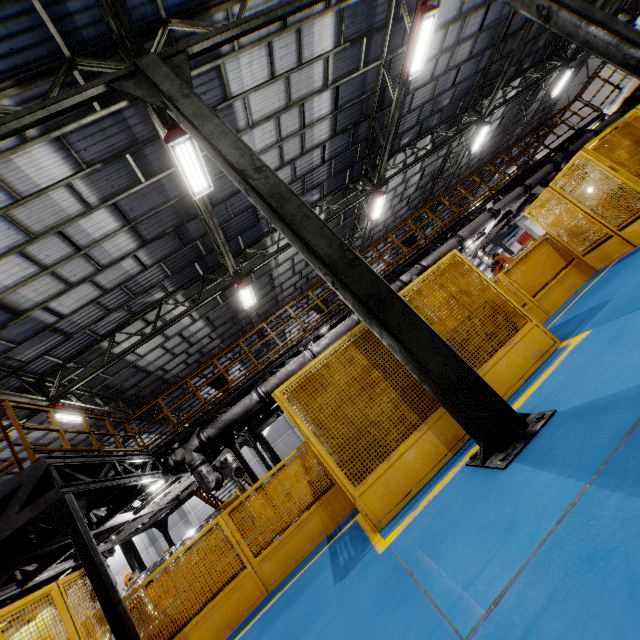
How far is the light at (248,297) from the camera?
12.78m

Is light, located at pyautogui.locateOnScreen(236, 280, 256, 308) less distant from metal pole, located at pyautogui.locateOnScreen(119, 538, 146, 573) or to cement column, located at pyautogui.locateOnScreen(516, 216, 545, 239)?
metal pole, located at pyautogui.locateOnScreen(119, 538, 146, 573)

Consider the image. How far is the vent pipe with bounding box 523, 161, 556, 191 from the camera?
12.9m

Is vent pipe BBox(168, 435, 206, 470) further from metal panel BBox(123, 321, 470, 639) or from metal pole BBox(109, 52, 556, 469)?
metal pole BBox(109, 52, 556, 469)

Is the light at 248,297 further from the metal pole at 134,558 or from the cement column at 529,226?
the cement column at 529,226

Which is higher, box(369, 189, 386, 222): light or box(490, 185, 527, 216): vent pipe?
box(369, 189, 386, 222): light

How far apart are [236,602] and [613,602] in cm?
593

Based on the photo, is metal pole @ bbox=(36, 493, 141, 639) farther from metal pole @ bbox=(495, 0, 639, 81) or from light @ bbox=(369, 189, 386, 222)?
light @ bbox=(369, 189, 386, 222)
